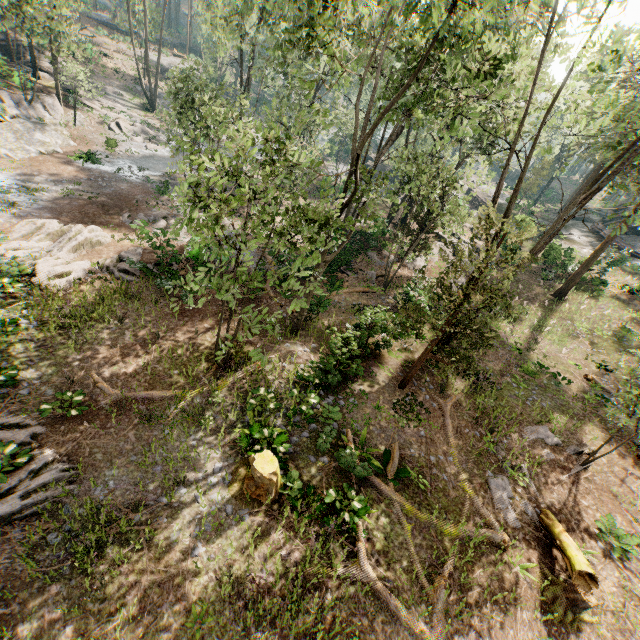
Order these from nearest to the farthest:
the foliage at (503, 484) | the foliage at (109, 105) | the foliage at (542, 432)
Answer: the foliage at (503, 484), the foliage at (542, 432), the foliage at (109, 105)

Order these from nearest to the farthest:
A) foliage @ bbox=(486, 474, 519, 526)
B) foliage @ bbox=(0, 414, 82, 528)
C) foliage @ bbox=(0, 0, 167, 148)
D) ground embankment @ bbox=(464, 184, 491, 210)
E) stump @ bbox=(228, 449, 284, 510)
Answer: foliage @ bbox=(0, 414, 82, 528), stump @ bbox=(228, 449, 284, 510), foliage @ bbox=(486, 474, 519, 526), foliage @ bbox=(0, 0, 167, 148), ground embankment @ bbox=(464, 184, 491, 210)

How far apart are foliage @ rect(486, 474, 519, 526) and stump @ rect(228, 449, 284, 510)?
7.9 meters

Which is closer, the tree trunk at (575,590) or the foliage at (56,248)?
the tree trunk at (575,590)

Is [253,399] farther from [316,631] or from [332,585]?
[316,631]

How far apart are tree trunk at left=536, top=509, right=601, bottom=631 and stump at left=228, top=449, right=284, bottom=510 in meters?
9.0 m

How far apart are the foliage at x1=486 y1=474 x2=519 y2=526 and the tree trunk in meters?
0.7 m

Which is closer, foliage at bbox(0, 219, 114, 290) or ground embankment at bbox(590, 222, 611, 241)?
foliage at bbox(0, 219, 114, 290)
